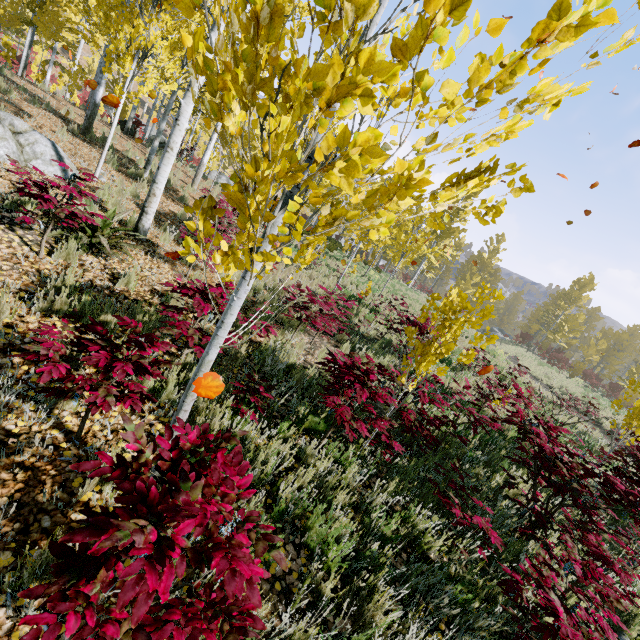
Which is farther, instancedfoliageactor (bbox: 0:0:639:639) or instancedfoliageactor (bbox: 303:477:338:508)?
instancedfoliageactor (bbox: 303:477:338:508)

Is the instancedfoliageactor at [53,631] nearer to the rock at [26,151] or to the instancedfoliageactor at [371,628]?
the instancedfoliageactor at [371,628]

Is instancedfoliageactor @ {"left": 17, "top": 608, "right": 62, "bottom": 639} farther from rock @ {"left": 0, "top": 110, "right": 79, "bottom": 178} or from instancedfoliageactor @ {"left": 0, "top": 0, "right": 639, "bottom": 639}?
rock @ {"left": 0, "top": 110, "right": 79, "bottom": 178}

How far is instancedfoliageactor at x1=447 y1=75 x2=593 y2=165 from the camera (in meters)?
1.13

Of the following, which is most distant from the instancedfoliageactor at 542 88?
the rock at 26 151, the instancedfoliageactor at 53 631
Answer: the instancedfoliageactor at 53 631

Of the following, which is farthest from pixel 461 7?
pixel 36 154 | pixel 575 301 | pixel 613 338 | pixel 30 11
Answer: pixel 575 301
